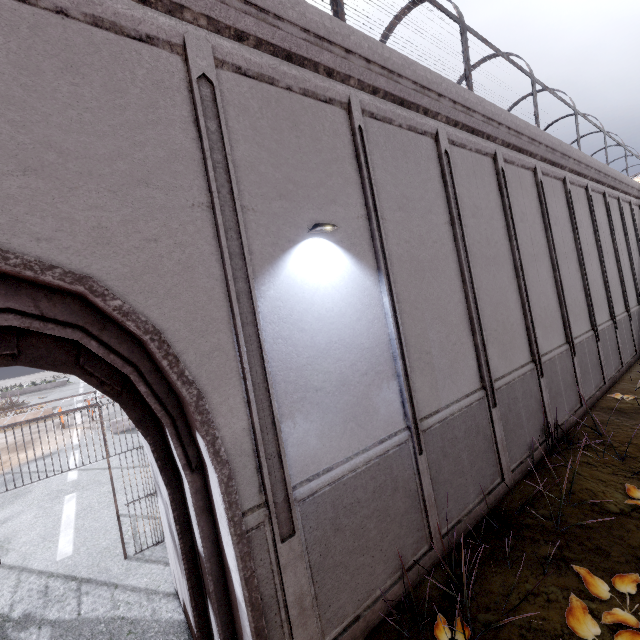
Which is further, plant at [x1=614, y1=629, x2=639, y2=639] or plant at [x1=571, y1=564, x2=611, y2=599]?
plant at [x1=571, y1=564, x2=611, y2=599]

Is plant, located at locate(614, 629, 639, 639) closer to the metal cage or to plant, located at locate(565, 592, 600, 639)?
plant, located at locate(565, 592, 600, 639)

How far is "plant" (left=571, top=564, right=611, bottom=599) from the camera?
4.0 meters

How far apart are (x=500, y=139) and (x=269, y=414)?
8.71m

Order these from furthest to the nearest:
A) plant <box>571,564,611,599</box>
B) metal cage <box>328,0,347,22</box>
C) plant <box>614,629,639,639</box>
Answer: metal cage <box>328,0,347,22</box>
plant <box>571,564,611,599</box>
plant <box>614,629,639,639</box>

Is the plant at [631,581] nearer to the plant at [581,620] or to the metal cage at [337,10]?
the plant at [581,620]

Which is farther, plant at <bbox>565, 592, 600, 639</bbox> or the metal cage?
the metal cage

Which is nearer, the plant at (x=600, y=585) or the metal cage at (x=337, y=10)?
the plant at (x=600, y=585)
